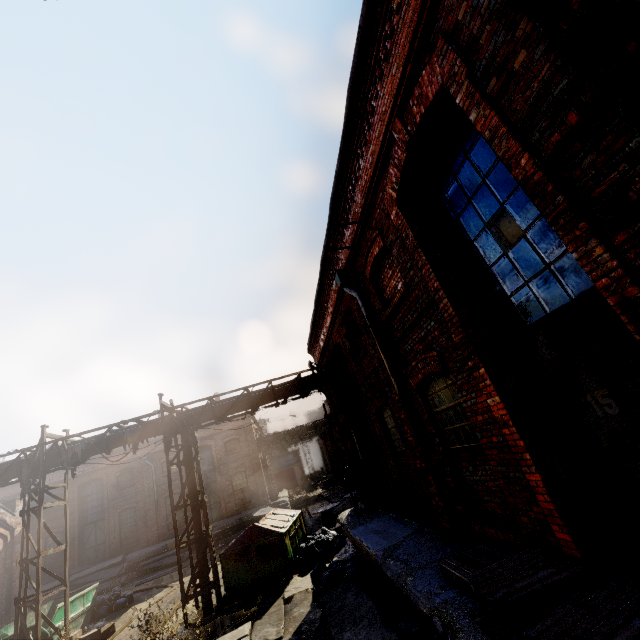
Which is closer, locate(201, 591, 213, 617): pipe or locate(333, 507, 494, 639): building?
locate(333, 507, 494, 639): building

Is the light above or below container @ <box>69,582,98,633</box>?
above

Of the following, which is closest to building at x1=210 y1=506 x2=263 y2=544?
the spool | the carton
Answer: the spool

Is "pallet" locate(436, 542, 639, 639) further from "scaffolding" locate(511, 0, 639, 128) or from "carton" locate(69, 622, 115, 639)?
"carton" locate(69, 622, 115, 639)

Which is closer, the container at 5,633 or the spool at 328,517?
the container at 5,633

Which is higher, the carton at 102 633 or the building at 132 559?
the building at 132 559

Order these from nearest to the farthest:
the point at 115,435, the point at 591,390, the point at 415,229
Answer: the point at 591,390 → the point at 415,229 → the point at 115,435

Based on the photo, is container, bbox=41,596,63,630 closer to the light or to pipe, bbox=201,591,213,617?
pipe, bbox=201,591,213,617
